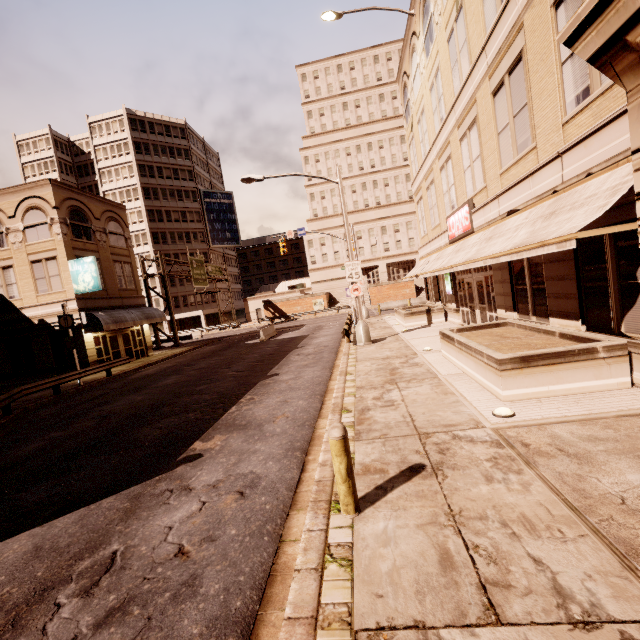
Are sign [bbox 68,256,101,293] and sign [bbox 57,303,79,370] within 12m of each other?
yes

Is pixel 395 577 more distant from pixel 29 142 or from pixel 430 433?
pixel 29 142

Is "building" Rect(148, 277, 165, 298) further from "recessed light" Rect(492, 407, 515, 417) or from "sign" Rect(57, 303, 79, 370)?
"recessed light" Rect(492, 407, 515, 417)

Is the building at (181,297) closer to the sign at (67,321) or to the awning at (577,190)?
the sign at (67,321)

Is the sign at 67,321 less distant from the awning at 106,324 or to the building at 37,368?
the awning at 106,324

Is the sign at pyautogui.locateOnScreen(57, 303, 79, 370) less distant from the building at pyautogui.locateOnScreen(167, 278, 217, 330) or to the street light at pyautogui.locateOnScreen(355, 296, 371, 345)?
the street light at pyautogui.locateOnScreen(355, 296, 371, 345)

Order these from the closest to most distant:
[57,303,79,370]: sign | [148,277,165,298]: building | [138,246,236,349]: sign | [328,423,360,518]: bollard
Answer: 1. [328,423,360,518]: bollard
2. [57,303,79,370]: sign
3. [138,246,236,349]: sign
4. [148,277,165,298]: building

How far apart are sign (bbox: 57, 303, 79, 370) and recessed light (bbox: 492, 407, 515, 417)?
21.08m
